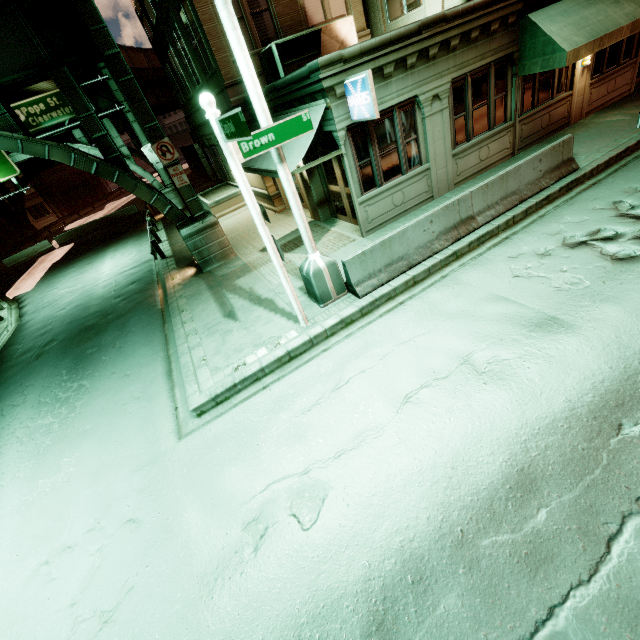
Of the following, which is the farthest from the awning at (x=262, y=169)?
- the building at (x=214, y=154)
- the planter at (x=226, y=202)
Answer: the planter at (x=226, y=202)

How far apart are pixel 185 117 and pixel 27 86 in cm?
1633

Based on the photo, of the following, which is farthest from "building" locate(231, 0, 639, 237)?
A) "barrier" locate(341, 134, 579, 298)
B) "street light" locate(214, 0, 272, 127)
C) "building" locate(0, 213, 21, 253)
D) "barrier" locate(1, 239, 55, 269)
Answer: "building" locate(0, 213, 21, 253)

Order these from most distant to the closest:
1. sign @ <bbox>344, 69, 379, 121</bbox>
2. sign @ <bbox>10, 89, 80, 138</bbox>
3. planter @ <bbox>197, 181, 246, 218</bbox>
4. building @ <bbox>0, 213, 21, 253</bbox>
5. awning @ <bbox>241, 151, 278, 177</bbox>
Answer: building @ <bbox>0, 213, 21, 253</bbox> < sign @ <bbox>10, 89, 80, 138</bbox> < planter @ <bbox>197, 181, 246, 218</bbox> < awning @ <bbox>241, 151, 278, 177</bbox> < sign @ <bbox>344, 69, 379, 121</bbox>

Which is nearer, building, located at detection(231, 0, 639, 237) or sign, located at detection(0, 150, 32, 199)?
building, located at detection(231, 0, 639, 237)

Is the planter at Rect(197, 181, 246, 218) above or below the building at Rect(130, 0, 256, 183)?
below

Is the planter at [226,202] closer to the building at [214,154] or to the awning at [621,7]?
the building at [214,154]

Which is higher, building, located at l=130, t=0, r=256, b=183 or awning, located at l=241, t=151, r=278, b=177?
building, located at l=130, t=0, r=256, b=183
